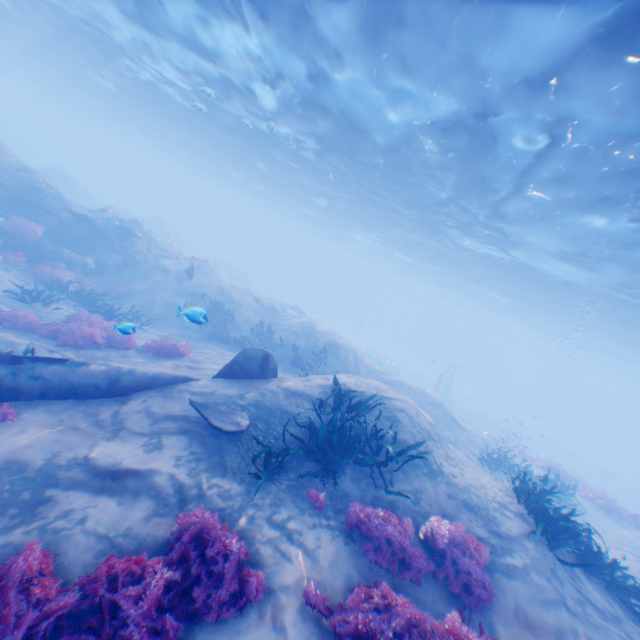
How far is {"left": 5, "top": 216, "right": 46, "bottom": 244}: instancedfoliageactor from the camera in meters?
14.1 m

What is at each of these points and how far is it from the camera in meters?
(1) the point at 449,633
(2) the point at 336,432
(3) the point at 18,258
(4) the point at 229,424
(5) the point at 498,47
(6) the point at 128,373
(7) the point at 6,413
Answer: (1) instancedfoliageactor, 4.2 m
(2) instancedfoliageactor, 6.6 m
(3) instancedfoliageactor, 13.8 m
(4) plane, 6.7 m
(5) light, 8.2 m
(6) plane, 7.9 m
(7) instancedfoliageactor, 6.1 m

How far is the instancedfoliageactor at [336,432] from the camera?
6.2 meters

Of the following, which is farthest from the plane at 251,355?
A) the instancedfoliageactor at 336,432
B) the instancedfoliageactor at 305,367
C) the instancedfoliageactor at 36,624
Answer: the instancedfoliageactor at 305,367

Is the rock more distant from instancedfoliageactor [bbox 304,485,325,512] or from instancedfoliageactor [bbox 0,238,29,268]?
instancedfoliageactor [bbox 304,485,325,512]

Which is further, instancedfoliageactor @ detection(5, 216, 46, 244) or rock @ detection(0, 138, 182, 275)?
rock @ detection(0, 138, 182, 275)

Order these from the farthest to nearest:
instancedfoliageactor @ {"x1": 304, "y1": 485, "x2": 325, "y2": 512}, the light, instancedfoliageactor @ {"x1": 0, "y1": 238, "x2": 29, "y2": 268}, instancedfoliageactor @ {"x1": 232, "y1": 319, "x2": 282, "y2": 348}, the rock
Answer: instancedfoliageactor @ {"x1": 232, "y1": 319, "x2": 282, "y2": 348} < the rock < instancedfoliageactor @ {"x1": 0, "y1": 238, "x2": 29, "y2": 268} < the light < instancedfoliageactor @ {"x1": 304, "y1": 485, "x2": 325, "y2": 512}

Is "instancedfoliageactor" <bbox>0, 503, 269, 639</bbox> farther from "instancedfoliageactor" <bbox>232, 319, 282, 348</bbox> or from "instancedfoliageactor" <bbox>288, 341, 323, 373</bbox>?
"instancedfoliageactor" <bbox>232, 319, 282, 348</bbox>
